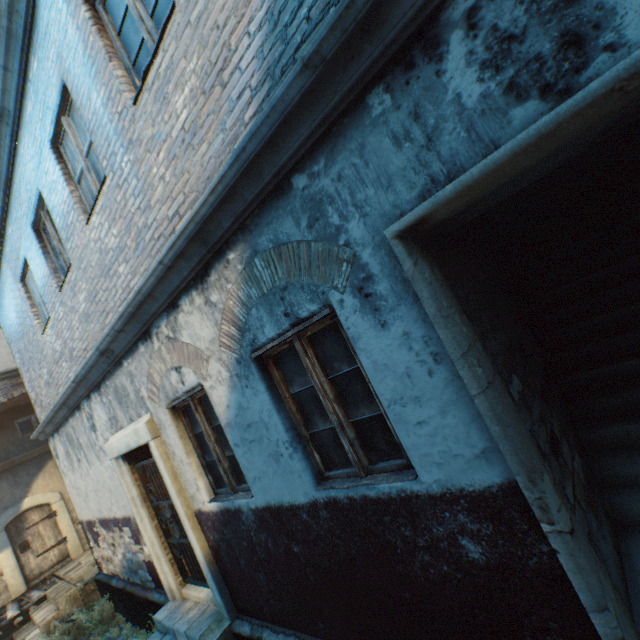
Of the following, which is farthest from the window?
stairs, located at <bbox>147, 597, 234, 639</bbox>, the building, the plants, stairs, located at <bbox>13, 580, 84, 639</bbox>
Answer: stairs, located at <bbox>147, 597, 234, 639</bbox>

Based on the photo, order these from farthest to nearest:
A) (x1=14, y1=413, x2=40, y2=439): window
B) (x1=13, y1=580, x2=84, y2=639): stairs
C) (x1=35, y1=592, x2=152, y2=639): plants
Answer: (x1=14, y1=413, x2=40, y2=439): window → (x1=13, y1=580, x2=84, y2=639): stairs → (x1=35, y1=592, x2=152, y2=639): plants

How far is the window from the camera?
11.36m

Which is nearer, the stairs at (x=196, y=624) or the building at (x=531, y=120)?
the building at (x=531, y=120)

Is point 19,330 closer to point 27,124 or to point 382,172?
point 27,124

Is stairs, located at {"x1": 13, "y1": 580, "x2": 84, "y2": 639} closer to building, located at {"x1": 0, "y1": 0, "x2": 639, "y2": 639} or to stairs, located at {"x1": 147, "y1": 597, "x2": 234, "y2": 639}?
building, located at {"x1": 0, "y1": 0, "x2": 639, "y2": 639}

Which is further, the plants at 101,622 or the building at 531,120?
the plants at 101,622

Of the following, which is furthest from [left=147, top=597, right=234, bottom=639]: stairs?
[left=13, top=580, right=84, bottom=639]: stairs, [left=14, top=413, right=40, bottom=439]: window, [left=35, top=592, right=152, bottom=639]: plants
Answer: [left=14, top=413, right=40, bottom=439]: window
